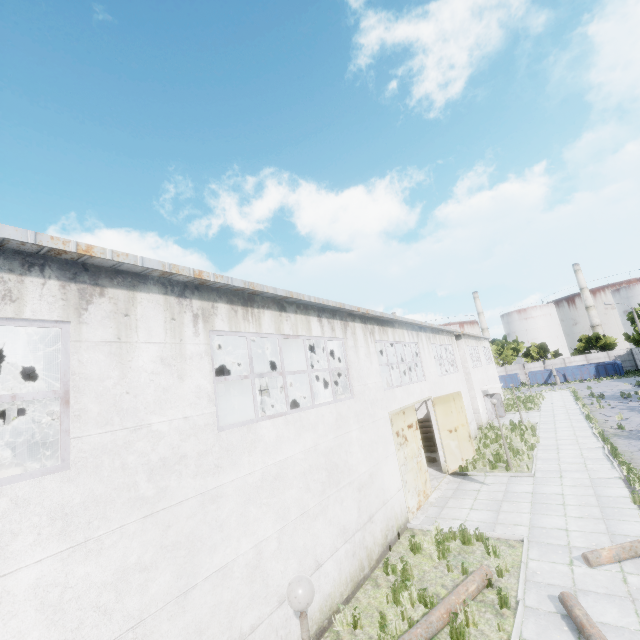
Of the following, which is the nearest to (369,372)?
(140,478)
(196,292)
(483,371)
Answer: (196,292)

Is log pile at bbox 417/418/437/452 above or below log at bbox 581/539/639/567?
above

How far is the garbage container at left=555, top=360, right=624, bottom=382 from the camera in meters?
46.9

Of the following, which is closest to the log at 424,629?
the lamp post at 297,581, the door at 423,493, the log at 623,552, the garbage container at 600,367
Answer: the log at 623,552

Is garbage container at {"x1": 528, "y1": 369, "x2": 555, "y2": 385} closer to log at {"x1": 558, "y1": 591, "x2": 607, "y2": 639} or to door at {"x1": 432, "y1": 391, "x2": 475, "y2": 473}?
door at {"x1": 432, "y1": 391, "x2": 475, "y2": 473}

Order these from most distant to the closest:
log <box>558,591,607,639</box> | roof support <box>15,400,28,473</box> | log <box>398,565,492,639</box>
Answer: roof support <box>15,400,28,473</box> → log <box>398,565,492,639</box> → log <box>558,591,607,639</box>

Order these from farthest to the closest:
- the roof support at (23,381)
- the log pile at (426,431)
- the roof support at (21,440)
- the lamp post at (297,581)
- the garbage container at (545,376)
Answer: the garbage container at (545,376) → the log pile at (426,431) → the roof support at (21,440) → the roof support at (23,381) → the lamp post at (297,581)
